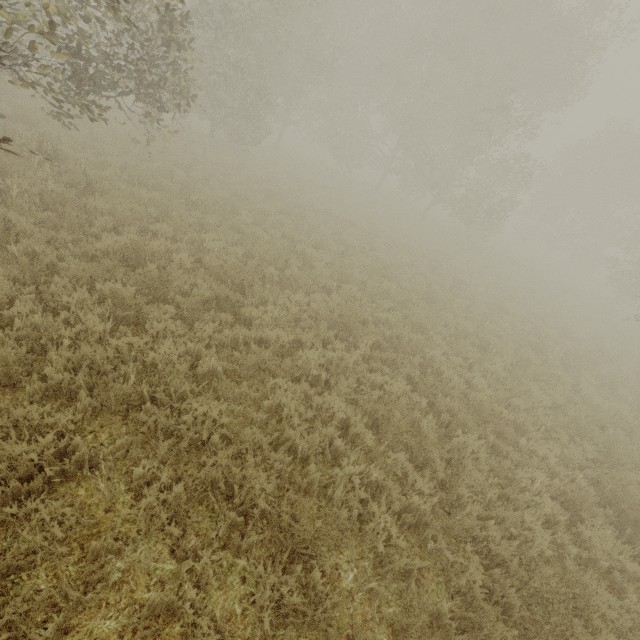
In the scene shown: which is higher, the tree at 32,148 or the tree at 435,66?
the tree at 435,66

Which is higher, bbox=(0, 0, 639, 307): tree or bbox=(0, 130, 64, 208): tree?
bbox=(0, 0, 639, 307): tree

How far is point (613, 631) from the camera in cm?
344
